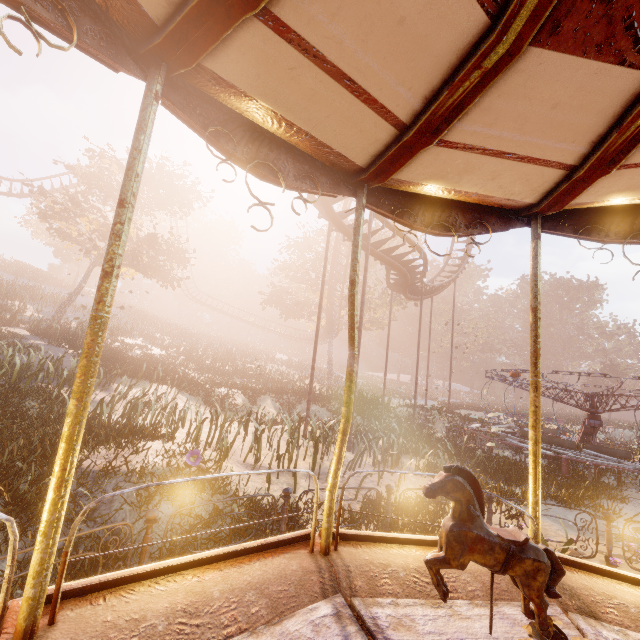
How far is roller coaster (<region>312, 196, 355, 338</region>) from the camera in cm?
1227

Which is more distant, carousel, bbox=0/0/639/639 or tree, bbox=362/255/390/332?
tree, bbox=362/255/390/332

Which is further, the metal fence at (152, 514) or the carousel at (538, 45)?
the metal fence at (152, 514)

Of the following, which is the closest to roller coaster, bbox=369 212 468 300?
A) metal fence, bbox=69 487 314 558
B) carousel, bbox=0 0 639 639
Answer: carousel, bbox=0 0 639 639

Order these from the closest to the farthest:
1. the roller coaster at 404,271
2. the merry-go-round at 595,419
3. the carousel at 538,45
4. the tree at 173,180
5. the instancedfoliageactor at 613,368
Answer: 1. the carousel at 538,45
2. the merry-go-round at 595,419
3. the roller coaster at 404,271
4. the tree at 173,180
5. the instancedfoliageactor at 613,368

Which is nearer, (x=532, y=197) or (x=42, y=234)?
(x=532, y=197)

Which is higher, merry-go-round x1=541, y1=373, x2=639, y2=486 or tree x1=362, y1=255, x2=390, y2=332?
tree x1=362, y1=255, x2=390, y2=332

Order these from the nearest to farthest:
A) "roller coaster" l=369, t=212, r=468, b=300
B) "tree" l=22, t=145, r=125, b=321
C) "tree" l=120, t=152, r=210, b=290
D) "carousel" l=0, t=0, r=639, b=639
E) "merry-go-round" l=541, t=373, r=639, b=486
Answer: "carousel" l=0, t=0, r=639, b=639, "merry-go-round" l=541, t=373, r=639, b=486, "roller coaster" l=369, t=212, r=468, b=300, "tree" l=22, t=145, r=125, b=321, "tree" l=120, t=152, r=210, b=290
